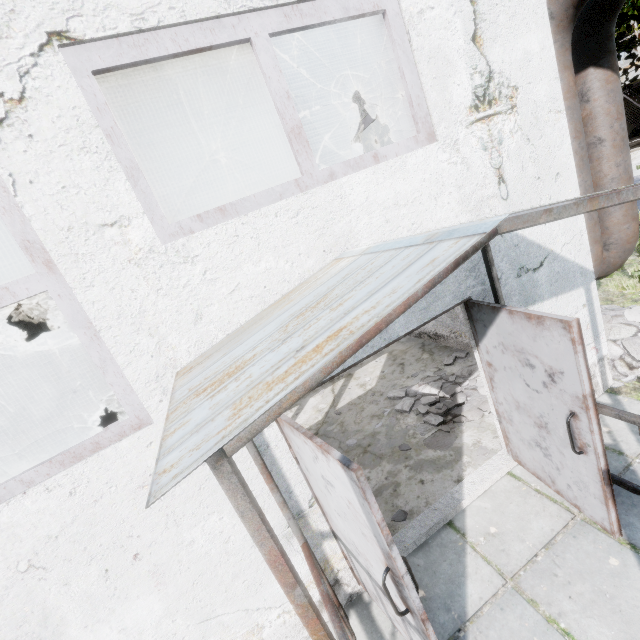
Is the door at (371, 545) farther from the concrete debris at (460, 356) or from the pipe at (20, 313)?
the pipe at (20, 313)

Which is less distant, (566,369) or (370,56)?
(566,369)

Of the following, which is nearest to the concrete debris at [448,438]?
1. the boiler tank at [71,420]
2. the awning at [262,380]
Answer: the awning at [262,380]

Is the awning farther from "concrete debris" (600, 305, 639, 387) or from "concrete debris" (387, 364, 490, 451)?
"concrete debris" (600, 305, 639, 387)

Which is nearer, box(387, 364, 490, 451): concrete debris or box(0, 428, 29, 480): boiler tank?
box(387, 364, 490, 451): concrete debris

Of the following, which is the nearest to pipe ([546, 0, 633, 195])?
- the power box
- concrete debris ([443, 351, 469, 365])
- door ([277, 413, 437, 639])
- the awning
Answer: concrete debris ([443, 351, 469, 365])

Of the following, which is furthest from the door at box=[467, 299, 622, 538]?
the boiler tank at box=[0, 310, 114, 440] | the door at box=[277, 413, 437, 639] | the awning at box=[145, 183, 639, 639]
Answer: the boiler tank at box=[0, 310, 114, 440]

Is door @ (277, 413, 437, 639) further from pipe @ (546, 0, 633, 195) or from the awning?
pipe @ (546, 0, 633, 195)
